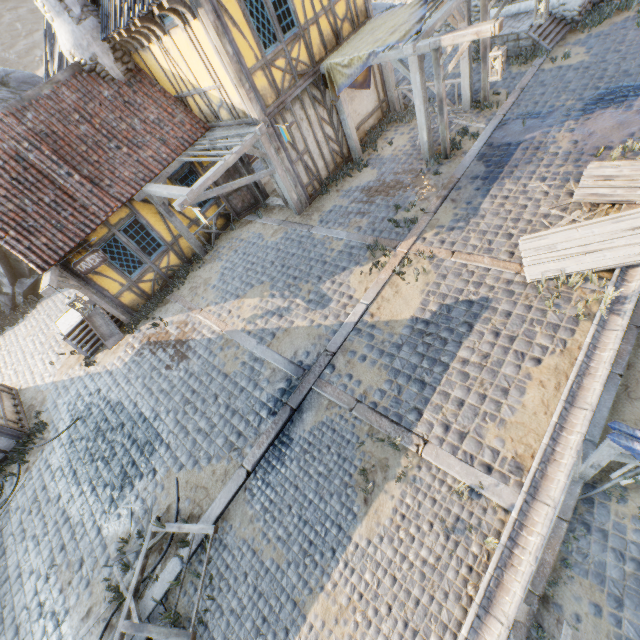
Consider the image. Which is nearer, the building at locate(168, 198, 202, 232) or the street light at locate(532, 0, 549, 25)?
the street light at locate(532, 0, 549, 25)

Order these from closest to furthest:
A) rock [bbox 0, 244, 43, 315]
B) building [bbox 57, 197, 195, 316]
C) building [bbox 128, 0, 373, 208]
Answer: building [bbox 128, 0, 373, 208] < building [bbox 57, 197, 195, 316] < rock [bbox 0, 244, 43, 315]

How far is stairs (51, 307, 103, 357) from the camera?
10.7m

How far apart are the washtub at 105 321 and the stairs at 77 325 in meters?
0.0 m

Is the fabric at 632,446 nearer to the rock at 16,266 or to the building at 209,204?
the building at 209,204

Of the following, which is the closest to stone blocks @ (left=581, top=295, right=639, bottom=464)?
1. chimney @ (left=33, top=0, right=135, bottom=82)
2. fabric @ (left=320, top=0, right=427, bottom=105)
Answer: fabric @ (left=320, top=0, right=427, bottom=105)

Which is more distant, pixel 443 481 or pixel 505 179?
pixel 505 179

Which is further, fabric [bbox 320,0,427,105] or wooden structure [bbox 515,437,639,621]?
fabric [bbox 320,0,427,105]
